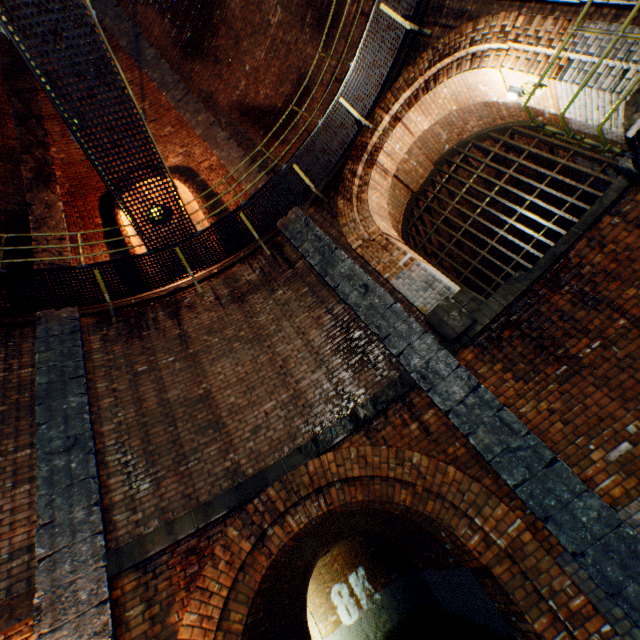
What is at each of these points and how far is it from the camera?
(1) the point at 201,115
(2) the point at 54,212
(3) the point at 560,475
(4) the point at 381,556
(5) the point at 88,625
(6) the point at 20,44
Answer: (1) support column, 9.3m
(2) support column, 8.1m
(3) support column, 3.8m
(4) building tunnel, 16.1m
(5) support column, 3.5m
(6) walkway, 4.2m

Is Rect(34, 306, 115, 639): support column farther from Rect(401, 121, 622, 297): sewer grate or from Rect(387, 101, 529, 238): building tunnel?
Rect(401, 121, 622, 297): sewer grate

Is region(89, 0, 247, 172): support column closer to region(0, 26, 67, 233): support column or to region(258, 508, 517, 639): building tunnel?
region(0, 26, 67, 233): support column

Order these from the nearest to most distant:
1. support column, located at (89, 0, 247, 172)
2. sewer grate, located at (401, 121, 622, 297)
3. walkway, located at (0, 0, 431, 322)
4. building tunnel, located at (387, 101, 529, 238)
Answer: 1. walkway, located at (0, 0, 431, 322)
2. sewer grate, located at (401, 121, 622, 297)
3. building tunnel, located at (387, 101, 529, 238)
4. support column, located at (89, 0, 247, 172)

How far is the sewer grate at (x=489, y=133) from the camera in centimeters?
685cm

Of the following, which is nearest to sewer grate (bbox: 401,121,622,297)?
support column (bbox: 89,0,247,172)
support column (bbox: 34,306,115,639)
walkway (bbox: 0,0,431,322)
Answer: walkway (bbox: 0,0,431,322)

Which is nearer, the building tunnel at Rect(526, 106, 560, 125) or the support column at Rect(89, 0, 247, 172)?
the building tunnel at Rect(526, 106, 560, 125)

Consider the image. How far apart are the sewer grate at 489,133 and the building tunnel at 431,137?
0.0 meters
